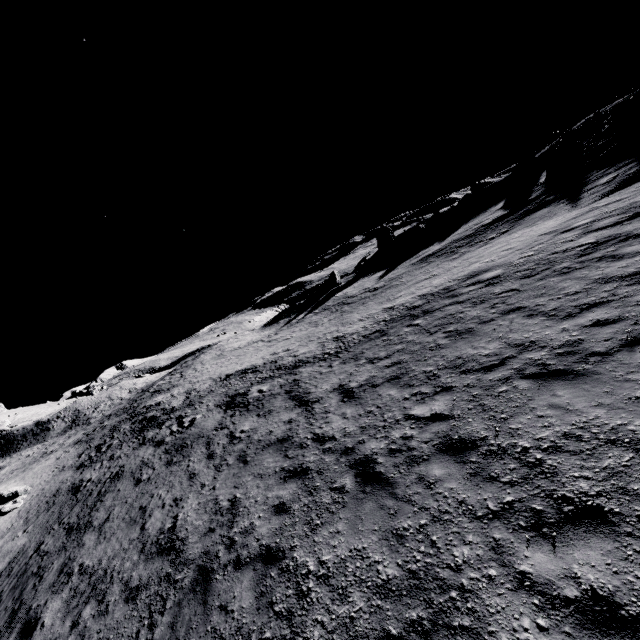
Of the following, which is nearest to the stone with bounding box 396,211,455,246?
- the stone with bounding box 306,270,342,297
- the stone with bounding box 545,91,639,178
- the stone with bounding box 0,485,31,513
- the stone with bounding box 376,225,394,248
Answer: the stone with bounding box 376,225,394,248

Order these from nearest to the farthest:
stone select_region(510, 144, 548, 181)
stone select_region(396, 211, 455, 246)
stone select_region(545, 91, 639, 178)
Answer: stone select_region(545, 91, 639, 178)
stone select_region(510, 144, 548, 181)
stone select_region(396, 211, 455, 246)

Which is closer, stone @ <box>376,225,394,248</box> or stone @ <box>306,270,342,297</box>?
stone @ <box>306,270,342,297</box>

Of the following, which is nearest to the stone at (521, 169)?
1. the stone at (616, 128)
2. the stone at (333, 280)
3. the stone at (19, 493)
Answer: the stone at (616, 128)

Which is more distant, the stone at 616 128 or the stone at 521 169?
the stone at 521 169

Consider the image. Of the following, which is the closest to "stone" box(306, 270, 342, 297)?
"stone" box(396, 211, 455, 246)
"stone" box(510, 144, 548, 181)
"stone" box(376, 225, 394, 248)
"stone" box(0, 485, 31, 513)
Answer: "stone" box(376, 225, 394, 248)

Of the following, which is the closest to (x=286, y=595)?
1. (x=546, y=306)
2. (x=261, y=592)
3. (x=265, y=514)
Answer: (x=261, y=592)

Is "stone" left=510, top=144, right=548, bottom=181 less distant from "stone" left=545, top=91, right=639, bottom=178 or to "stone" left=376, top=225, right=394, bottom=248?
"stone" left=545, top=91, right=639, bottom=178
